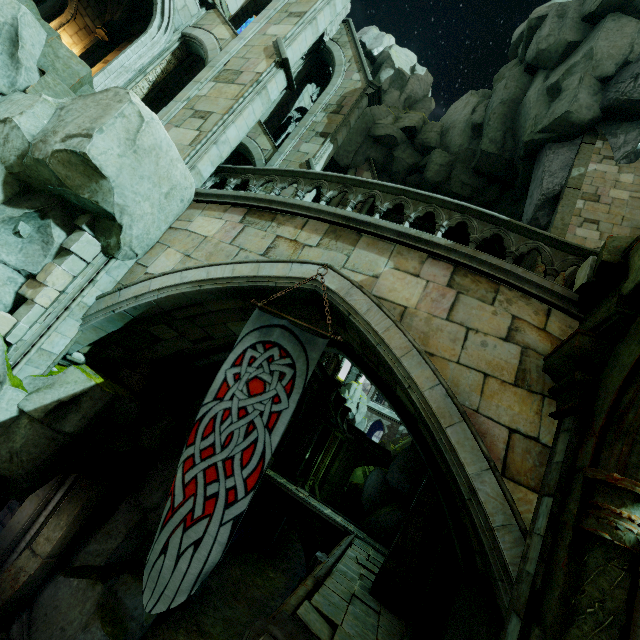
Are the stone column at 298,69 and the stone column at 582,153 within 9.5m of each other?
no

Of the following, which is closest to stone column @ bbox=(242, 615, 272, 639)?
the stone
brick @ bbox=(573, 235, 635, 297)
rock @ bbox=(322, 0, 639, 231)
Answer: the stone

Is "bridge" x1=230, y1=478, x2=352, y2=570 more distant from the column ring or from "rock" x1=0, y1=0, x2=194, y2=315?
the column ring

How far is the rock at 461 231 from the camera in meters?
20.1

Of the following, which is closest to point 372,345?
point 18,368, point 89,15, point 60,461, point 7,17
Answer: point 18,368

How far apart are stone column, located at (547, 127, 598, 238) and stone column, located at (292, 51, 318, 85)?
14.1 meters

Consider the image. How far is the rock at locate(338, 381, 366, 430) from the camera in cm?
4941

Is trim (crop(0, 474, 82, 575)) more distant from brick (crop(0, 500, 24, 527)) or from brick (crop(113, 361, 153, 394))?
brick (crop(113, 361, 153, 394))
